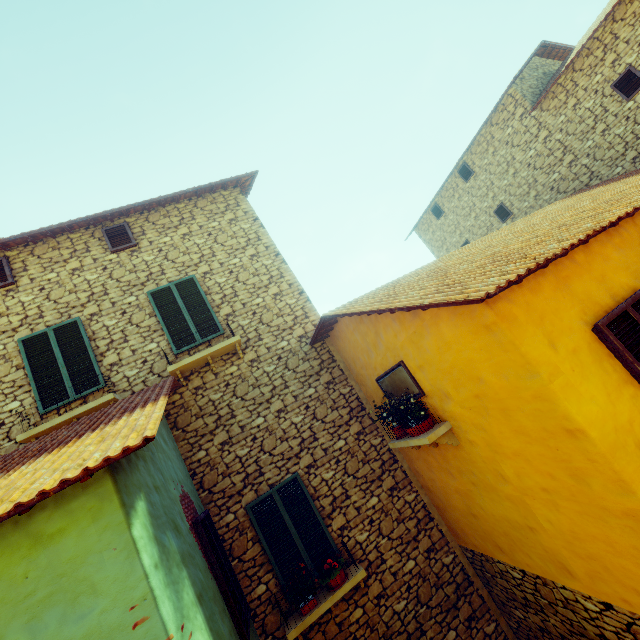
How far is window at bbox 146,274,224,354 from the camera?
6.95m

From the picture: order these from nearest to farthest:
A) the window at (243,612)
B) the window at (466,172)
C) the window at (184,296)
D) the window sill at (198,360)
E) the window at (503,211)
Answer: the window at (243,612), the window sill at (198,360), the window at (184,296), the window at (503,211), the window at (466,172)

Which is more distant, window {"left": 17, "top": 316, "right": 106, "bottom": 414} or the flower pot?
window {"left": 17, "top": 316, "right": 106, "bottom": 414}

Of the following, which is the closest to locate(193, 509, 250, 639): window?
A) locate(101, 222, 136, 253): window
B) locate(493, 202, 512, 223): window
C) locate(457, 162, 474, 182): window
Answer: locate(101, 222, 136, 253): window

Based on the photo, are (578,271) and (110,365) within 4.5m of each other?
no

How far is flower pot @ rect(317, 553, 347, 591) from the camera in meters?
5.4

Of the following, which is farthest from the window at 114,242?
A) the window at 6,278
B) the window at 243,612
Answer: the window at 243,612

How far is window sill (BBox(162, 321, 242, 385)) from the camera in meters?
6.4
